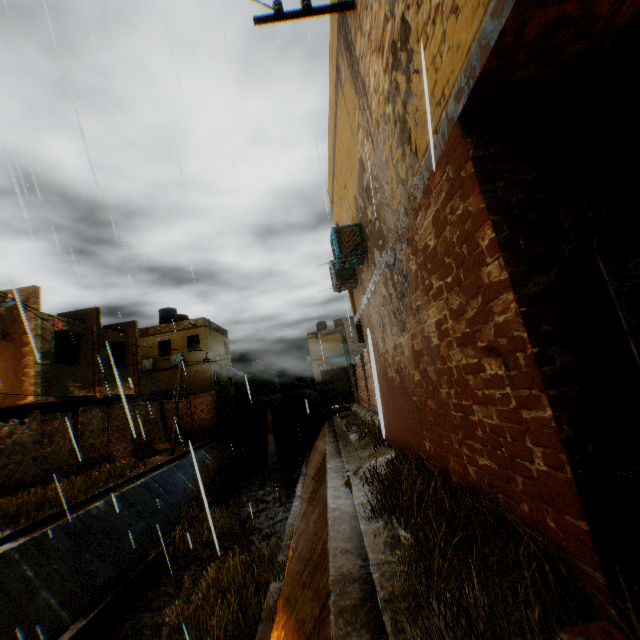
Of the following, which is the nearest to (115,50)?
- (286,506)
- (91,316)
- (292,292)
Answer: (292,292)

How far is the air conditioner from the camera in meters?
7.7 m

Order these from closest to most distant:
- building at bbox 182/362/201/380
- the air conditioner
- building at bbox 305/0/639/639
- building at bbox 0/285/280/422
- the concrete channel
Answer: building at bbox 305/0/639/639 < the concrete channel < the air conditioner < building at bbox 0/285/280/422 < building at bbox 182/362/201/380

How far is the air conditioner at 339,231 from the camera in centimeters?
767cm

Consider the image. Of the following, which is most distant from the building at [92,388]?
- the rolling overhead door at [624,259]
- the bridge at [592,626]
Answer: the bridge at [592,626]

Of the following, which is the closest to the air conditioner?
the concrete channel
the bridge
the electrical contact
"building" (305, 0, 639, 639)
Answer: "building" (305, 0, 639, 639)

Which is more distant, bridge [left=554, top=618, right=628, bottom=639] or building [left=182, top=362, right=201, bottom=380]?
building [left=182, top=362, right=201, bottom=380]

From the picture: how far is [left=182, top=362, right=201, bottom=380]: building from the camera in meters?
27.3 m
